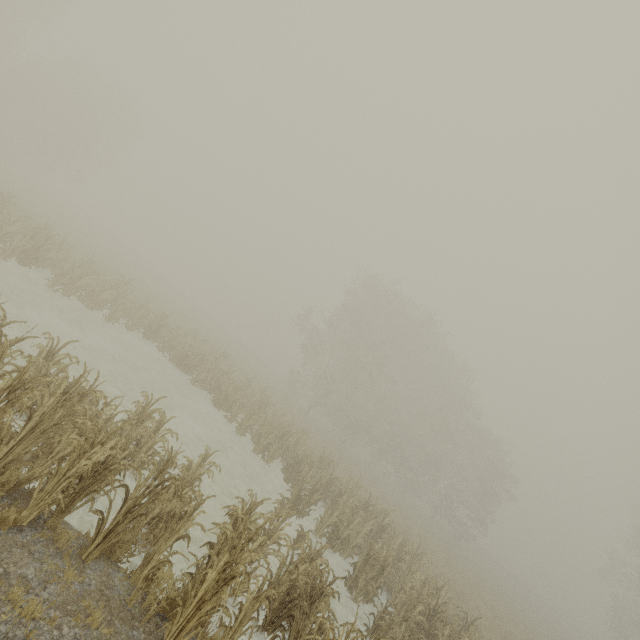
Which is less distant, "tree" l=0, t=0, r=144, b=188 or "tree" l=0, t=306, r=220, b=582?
"tree" l=0, t=306, r=220, b=582

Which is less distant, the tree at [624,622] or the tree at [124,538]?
the tree at [124,538]

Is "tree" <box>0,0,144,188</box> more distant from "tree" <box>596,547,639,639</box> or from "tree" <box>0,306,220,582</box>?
"tree" <box>596,547,639,639</box>

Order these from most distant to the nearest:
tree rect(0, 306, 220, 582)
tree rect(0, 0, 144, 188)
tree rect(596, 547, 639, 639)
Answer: tree rect(0, 0, 144, 188), tree rect(596, 547, 639, 639), tree rect(0, 306, 220, 582)

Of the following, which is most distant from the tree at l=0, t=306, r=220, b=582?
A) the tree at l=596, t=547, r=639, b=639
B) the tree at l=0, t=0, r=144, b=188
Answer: the tree at l=0, t=0, r=144, b=188

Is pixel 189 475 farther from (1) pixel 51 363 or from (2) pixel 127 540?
(1) pixel 51 363

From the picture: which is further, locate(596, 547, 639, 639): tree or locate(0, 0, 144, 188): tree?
locate(0, 0, 144, 188): tree

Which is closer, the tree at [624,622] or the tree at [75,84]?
the tree at [624,622]
